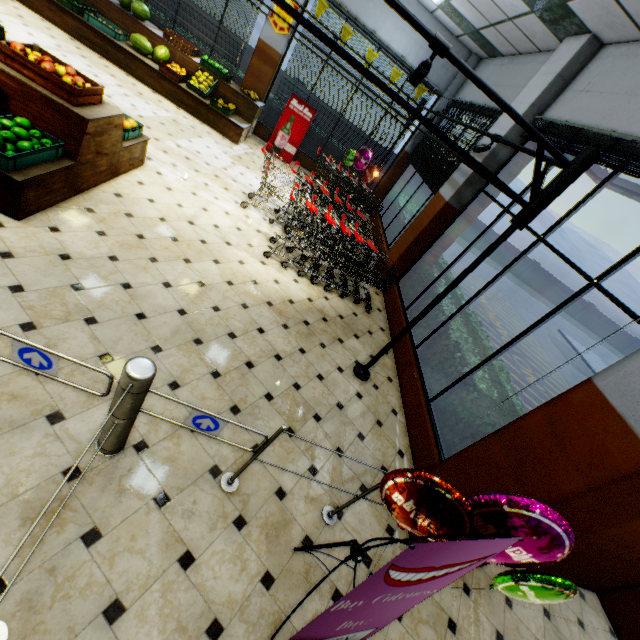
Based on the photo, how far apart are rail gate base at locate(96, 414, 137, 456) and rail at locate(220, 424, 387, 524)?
0.8m

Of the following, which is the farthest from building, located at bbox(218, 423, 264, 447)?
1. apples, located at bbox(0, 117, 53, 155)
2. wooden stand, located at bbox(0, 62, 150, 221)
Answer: apples, located at bbox(0, 117, 53, 155)

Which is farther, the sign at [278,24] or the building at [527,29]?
the sign at [278,24]

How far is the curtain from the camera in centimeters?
689cm

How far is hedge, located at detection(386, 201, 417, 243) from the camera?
8.7m

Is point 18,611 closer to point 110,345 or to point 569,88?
point 110,345

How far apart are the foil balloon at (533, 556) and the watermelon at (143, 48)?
10.5 meters
